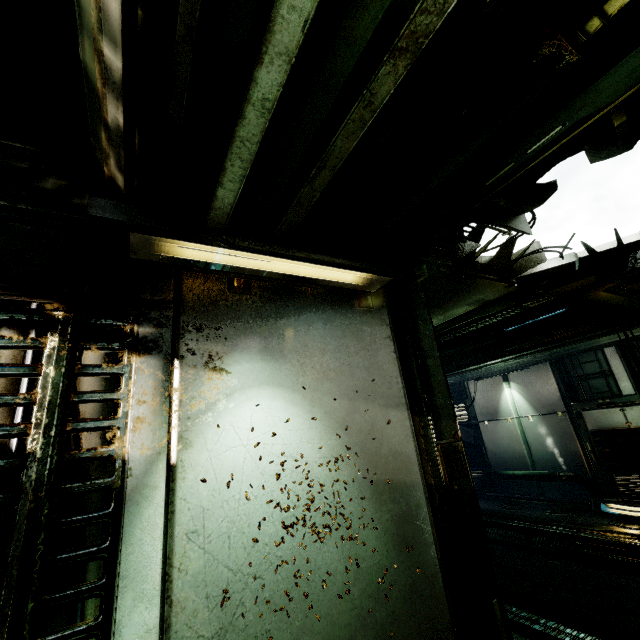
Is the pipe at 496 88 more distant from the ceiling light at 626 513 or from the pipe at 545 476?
the pipe at 545 476

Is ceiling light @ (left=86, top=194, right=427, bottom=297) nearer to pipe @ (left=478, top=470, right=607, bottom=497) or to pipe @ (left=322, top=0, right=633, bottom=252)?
pipe @ (left=322, top=0, right=633, bottom=252)

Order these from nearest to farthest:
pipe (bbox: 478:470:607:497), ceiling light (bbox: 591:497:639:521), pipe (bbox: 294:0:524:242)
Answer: pipe (bbox: 294:0:524:242) < ceiling light (bbox: 591:497:639:521) < pipe (bbox: 478:470:607:497)

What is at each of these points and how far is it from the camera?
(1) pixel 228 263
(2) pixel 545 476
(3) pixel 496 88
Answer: (1) ceiling light, 1.92m
(2) pipe, 10.59m
(3) pipe, 1.25m

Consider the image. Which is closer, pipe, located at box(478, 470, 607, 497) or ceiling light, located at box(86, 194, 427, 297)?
ceiling light, located at box(86, 194, 427, 297)

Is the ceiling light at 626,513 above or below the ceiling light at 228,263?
below

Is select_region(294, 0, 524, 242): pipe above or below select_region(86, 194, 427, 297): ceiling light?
above

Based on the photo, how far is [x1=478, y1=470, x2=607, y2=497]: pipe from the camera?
9.5m
